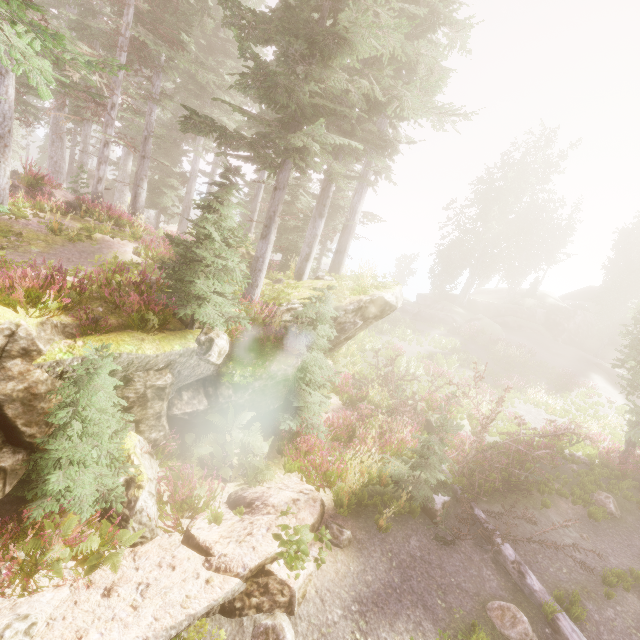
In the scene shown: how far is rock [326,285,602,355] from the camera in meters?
11.6 m

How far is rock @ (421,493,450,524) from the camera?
8.4 meters

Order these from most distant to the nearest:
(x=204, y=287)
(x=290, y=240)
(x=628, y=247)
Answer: (x=628, y=247), (x=290, y=240), (x=204, y=287)

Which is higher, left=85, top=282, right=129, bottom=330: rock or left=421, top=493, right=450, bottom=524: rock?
left=85, top=282, right=129, bottom=330: rock

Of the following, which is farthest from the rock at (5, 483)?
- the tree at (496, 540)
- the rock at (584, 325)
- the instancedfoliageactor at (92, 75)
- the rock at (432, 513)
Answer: the rock at (584, 325)

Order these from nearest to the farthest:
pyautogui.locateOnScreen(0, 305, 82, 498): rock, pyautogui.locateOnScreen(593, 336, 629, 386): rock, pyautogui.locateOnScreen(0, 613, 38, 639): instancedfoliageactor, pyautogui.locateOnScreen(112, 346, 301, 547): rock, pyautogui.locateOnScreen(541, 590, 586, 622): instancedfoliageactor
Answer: pyautogui.locateOnScreen(0, 613, 38, 639): instancedfoliageactor < pyautogui.locateOnScreen(0, 305, 82, 498): rock < pyautogui.locateOnScreen(112, 346, 301, 547): rock < pyautogui.locateOnScreen(541, 590, 586, 622): instancedfoliageactor < pyautogui.locateOnScreen(593, 336, 629, 386): rock

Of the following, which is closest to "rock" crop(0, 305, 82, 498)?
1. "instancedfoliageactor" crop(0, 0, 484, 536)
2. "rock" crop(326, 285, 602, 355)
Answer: "instancedfoliageactor" crop(0, 0, 484, 536)

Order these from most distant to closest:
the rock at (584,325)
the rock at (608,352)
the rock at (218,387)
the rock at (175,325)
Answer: the rock at (608,352)
the rock at (584,325)
the rock at (175,325)
the rock at (218,387)
